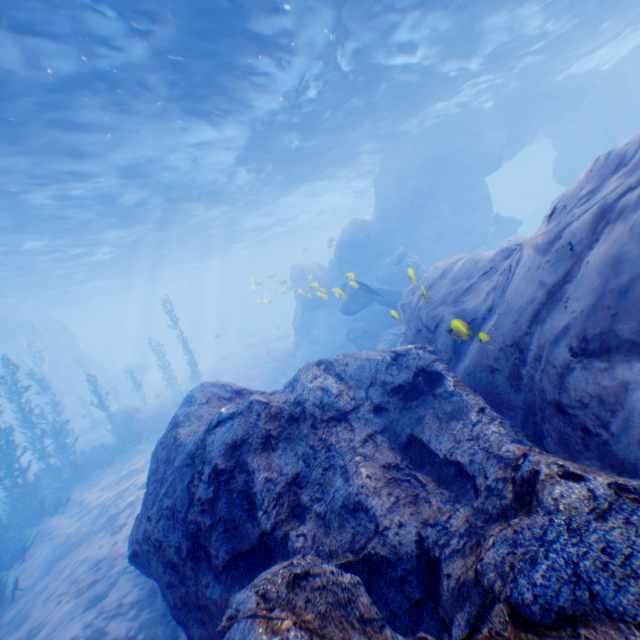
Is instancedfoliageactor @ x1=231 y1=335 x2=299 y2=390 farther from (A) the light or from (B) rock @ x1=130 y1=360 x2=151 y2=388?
(A) the light

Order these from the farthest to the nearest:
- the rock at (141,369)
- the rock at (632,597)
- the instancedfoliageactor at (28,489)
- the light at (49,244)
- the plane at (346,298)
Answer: the rock at (141,369), the plane at (346,298), the instancedfoliageactor at (28,489), the light at (49,244), the rock at (632,597)

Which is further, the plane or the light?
the plane

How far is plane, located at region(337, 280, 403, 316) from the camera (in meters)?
14.70

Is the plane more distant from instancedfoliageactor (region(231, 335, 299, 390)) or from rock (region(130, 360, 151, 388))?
instancedfoliageactor (region(231, 335, 299, 390))

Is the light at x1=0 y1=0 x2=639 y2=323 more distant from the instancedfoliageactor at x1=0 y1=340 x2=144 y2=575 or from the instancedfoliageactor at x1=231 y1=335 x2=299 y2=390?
the instancedfoliageactor at x1=231 y1=335 x2=299 y2=390

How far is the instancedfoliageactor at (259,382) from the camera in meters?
25.2

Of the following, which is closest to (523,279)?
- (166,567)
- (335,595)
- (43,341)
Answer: (335,595)
